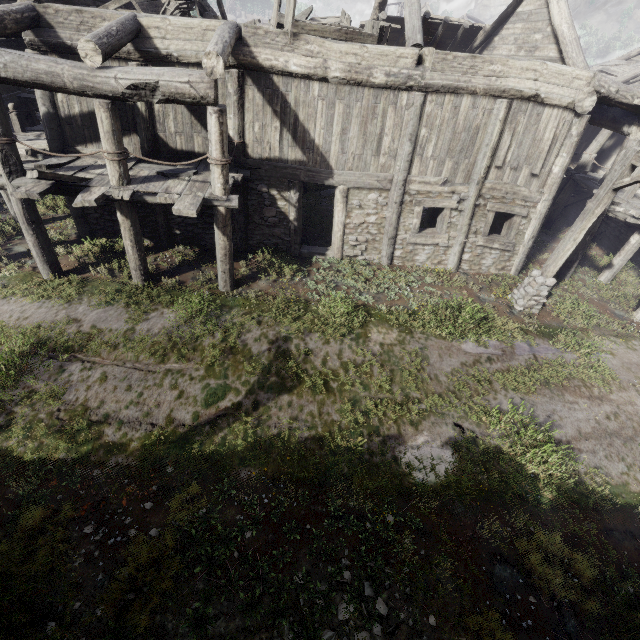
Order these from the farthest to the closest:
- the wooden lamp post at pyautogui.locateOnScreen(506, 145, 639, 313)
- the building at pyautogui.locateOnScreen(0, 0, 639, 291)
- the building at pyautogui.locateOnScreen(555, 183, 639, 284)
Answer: the building at pyautogui.locateOnScreen(555, 183, 639, 284)
the wooden lamp post at pyautogui.locateOnScreen(506, 145, 639, 313)
the building at pyautogui.locateOnScreen(0, 0, 639, 291)

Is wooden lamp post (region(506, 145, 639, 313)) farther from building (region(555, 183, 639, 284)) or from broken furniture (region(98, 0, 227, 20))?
broken furniture (region(98, 0, 227, 20))

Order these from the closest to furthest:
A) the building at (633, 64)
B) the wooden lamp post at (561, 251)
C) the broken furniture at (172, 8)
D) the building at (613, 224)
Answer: the building at (633, 64), the wooden lamp post at (561, 251), the broken furniture at (172, 8), the building at (613, 224)

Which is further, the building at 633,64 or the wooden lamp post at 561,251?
the wooden lamp post at 561,251

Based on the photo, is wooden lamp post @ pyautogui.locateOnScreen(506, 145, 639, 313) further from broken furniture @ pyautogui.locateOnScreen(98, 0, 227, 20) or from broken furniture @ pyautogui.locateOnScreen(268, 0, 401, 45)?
broken furniture @ pyautogui.locateOnScreen(98, 0, 227, 20)

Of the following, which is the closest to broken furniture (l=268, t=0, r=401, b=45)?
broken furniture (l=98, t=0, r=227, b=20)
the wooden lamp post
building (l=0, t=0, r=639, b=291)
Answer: building (l=0, t=0, r=639, b=291)

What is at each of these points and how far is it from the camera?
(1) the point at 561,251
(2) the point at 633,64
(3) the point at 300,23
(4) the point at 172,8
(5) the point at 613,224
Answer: (1) wooden lamp post, 9.1 meters
(2) building, 17.3 meters
(3) broken furniture, 7.5 meters
(4) broken furniture, 8.5 meters
(5) building, 14.7 meters
